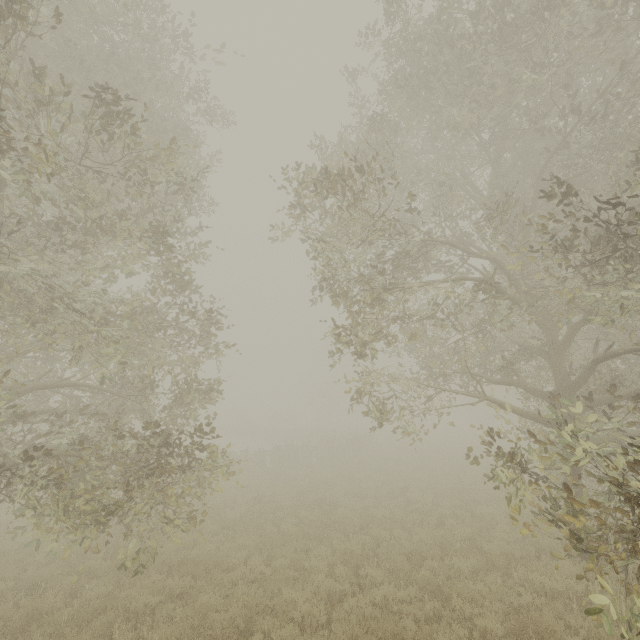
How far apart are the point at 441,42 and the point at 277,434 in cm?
3961
